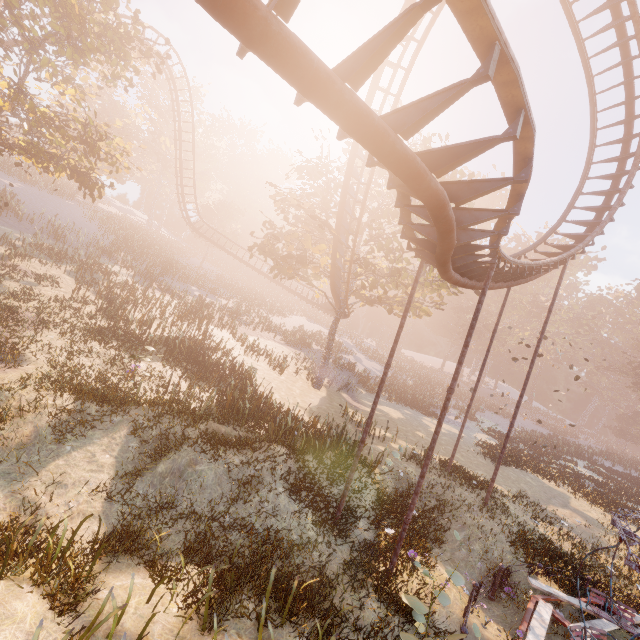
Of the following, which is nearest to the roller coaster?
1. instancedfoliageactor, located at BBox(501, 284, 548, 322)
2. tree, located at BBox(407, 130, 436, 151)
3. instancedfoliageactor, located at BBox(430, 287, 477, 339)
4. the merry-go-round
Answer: tree, located at BBox(407, 130, 436, 151)

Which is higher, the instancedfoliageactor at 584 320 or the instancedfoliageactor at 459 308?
the instancedfoliageactor at 584 320

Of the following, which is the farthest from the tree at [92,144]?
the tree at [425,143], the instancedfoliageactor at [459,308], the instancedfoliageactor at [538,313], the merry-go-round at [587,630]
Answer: the instancedfoliageactor at [538,313]

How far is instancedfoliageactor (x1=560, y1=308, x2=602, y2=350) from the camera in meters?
56.0

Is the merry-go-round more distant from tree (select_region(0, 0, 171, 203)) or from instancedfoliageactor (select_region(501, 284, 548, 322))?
instancedfoliageactor (select_region(501, 284, 548, 322))

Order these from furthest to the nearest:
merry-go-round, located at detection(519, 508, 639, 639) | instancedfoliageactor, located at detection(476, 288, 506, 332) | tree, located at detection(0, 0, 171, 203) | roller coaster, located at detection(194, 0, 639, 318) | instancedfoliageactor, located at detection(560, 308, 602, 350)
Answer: instancedfoliageactor, located at detection(560, 308, 602, 350), instancedfoliageactor, located at detection(476, 288, 506, 332), tree, located at detection(0, 0, 171, 203), merry-go-round, located at detection(519, 508, 639, 639), roller coaster, located at detection(194, 0, 639, 318)

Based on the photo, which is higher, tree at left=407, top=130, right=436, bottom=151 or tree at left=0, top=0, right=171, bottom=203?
tree at left=407, top=130, right=436, bottom=151

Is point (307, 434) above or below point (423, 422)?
above
